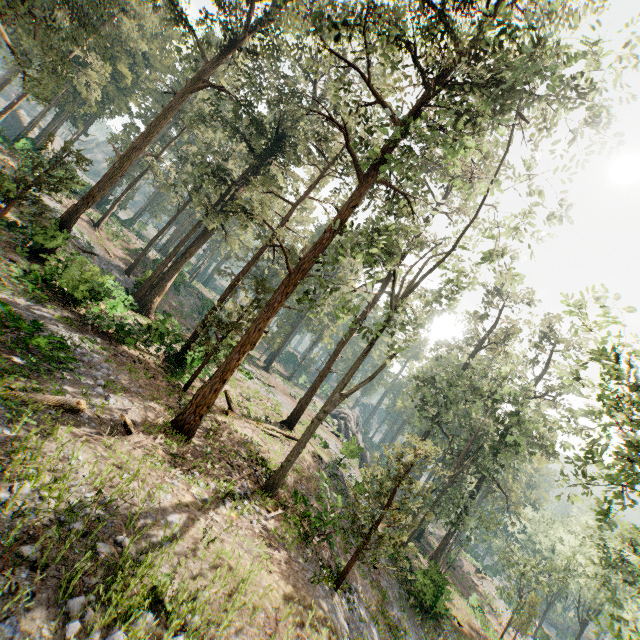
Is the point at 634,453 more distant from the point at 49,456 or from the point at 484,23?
the point at 484,23

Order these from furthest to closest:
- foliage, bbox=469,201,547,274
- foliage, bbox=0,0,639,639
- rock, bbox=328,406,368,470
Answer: rock, bbox=328,406,368,470 → foliage, bbox=469,201,547,274 → foliage, bbox=0,0,639,639

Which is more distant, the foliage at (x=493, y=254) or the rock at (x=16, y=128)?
the rock at (x=16, y=128)

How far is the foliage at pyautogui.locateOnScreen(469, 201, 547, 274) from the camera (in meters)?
14.89

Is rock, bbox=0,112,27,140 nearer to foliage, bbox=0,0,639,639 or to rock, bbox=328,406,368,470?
foliage, bbox=0,0,639,639

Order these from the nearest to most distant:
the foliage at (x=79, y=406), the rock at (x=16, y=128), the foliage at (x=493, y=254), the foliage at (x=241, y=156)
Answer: the foliage at (x=79, y=406) → the foliage at (x=241, y=156) → the foliage at (x=493, y=254) → the rock at (x=16, y=128)

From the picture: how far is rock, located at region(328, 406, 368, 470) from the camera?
27.2m
